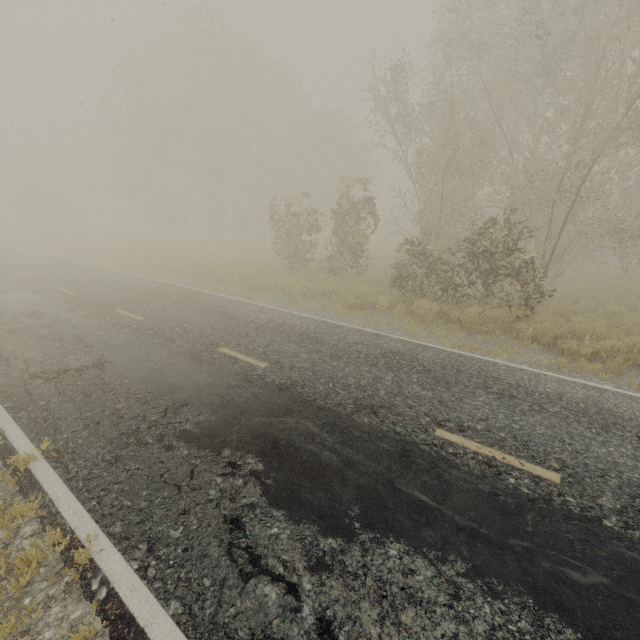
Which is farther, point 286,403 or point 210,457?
point 286,403
